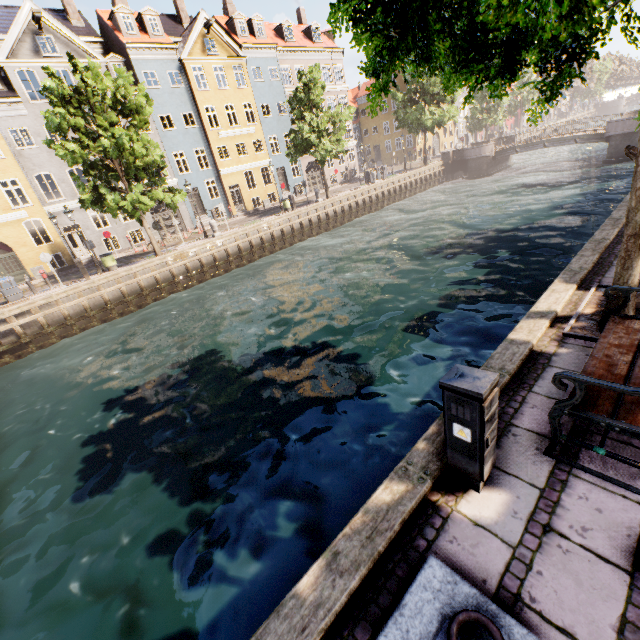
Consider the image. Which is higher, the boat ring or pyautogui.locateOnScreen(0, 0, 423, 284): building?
pyautogui.locateOnScreen(0, 0, 423, 284): building

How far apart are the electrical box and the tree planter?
3.0 meters

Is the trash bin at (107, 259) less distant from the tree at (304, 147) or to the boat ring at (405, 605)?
the tree at (304, 147)

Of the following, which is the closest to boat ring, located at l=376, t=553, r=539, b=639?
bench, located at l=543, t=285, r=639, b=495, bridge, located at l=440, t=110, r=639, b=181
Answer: bench, located at l=543, t=285, r=639, b=495

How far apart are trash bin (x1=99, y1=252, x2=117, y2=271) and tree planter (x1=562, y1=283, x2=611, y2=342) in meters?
21.8

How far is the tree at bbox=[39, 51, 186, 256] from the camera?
15.8 meters

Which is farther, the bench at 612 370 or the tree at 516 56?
the tree at 516 56

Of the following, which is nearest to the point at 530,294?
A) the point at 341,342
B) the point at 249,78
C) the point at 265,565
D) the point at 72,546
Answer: the point at 341,342
